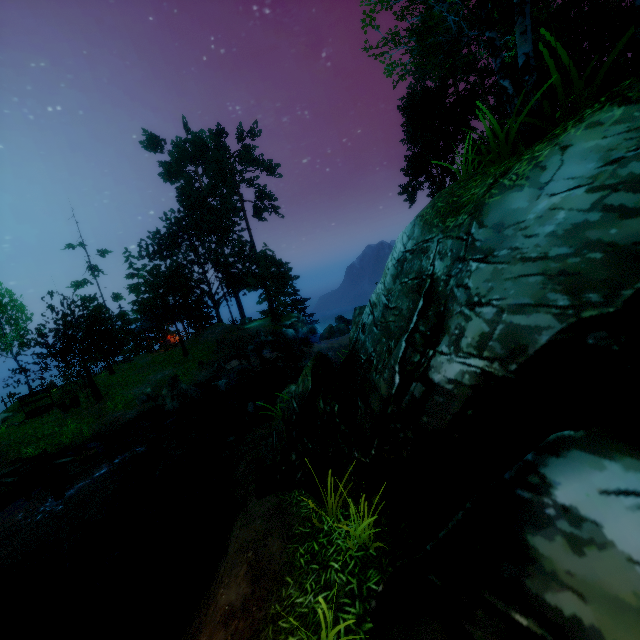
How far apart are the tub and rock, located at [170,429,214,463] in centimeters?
230cm

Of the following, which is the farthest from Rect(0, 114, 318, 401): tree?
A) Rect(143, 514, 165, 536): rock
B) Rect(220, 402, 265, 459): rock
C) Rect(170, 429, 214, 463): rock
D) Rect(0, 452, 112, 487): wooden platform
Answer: Rect(143, 514, 165, 536): rock

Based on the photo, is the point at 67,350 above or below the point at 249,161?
below

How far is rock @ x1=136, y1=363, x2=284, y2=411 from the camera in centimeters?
1766cm

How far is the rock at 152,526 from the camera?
10.8 meters

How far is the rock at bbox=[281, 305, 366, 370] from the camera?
12.8m

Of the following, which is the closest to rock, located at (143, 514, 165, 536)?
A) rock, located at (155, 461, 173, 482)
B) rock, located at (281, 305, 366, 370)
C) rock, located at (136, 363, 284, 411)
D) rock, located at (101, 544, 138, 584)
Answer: rock, located at (101, 544, 138, 584)

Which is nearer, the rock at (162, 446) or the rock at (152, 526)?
the rock at (152, 526)
